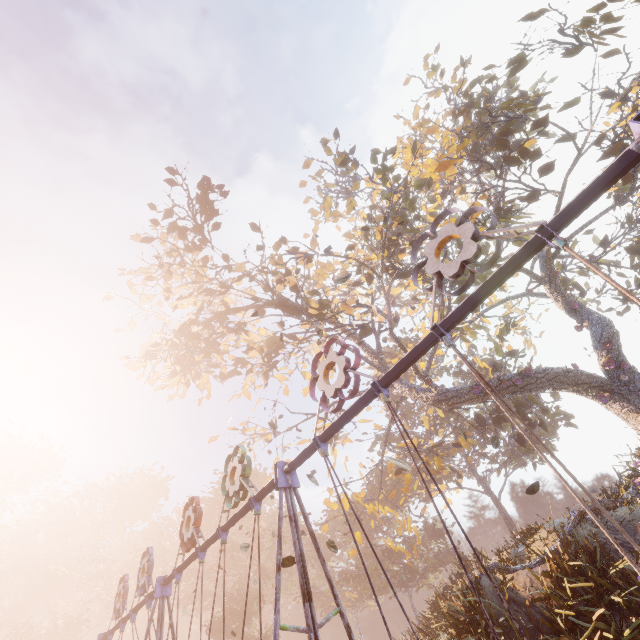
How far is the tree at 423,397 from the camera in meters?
14.9

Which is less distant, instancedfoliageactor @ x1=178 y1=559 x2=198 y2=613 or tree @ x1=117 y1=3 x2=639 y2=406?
tree @ x1=117 y1=3 x2=639 y2=406

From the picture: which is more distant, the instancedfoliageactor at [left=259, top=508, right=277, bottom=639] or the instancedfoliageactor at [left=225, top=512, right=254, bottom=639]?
the instancedfoliageactor at [left=259, top=508, right=277, bottom=639]

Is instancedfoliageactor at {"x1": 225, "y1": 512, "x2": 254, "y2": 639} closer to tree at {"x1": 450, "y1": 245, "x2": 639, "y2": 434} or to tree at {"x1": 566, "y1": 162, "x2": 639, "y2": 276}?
tree at {"x1": 450, "y1": 245, "x2": 639, "y2": 434}

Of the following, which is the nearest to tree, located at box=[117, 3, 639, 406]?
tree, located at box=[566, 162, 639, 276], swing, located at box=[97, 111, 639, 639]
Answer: tree, located at box=[566, 162, 639, 276]

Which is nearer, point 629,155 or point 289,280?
point 629,155

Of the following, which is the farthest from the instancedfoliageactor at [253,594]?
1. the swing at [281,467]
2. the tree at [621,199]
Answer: the tree at [621,199]
